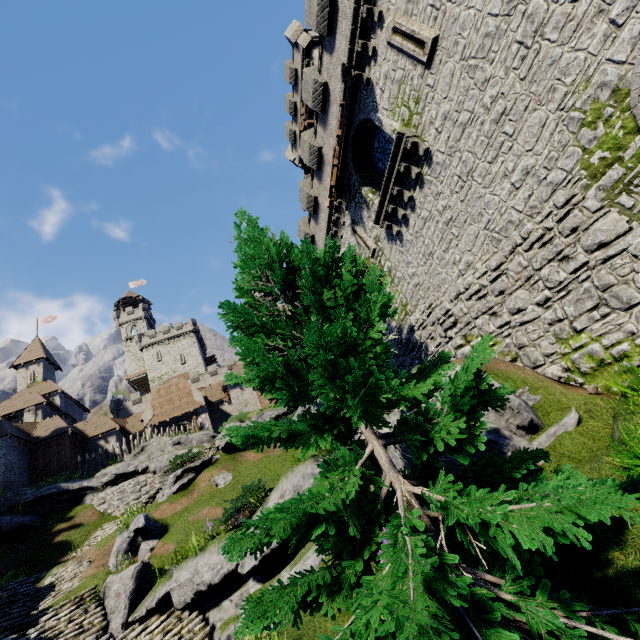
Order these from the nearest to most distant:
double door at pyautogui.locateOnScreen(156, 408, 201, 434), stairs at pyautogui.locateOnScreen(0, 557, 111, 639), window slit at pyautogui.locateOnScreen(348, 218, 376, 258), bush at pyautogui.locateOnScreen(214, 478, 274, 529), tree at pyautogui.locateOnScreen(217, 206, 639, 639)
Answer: tree at pyautogui.locateOnScreen(217, 206, 639, 639)
bush at pyautogui.locateOnScreen(214, 478, 274, 529)
stairs at pyautogui.locateOnScreen(0, 557, 111, 639)
window slit at pyautogui.locateOnScreen(348, 218, 376, 258)
double door at pyautogui.locateOnScreen(156, 408, 201, 434)

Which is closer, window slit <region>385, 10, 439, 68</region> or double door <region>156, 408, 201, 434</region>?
window slit <region>385, 10, 439, 68</region>

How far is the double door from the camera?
34.3m

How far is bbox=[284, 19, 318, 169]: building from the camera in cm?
2597

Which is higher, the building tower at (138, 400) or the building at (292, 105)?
the building at (292, 105)

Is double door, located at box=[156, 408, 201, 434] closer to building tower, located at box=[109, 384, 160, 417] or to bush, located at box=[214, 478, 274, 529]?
building tower, located at box=[109, 384, 160, 417]

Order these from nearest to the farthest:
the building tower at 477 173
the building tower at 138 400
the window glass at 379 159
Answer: the building tower at 477 173
the window glass at 379 159
the building tower at 138 400

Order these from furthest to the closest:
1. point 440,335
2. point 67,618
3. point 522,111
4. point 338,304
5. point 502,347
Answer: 1. point 440,335
2. point 67,618
3. point 502,347
4. point 522,111
5. point 338,304
